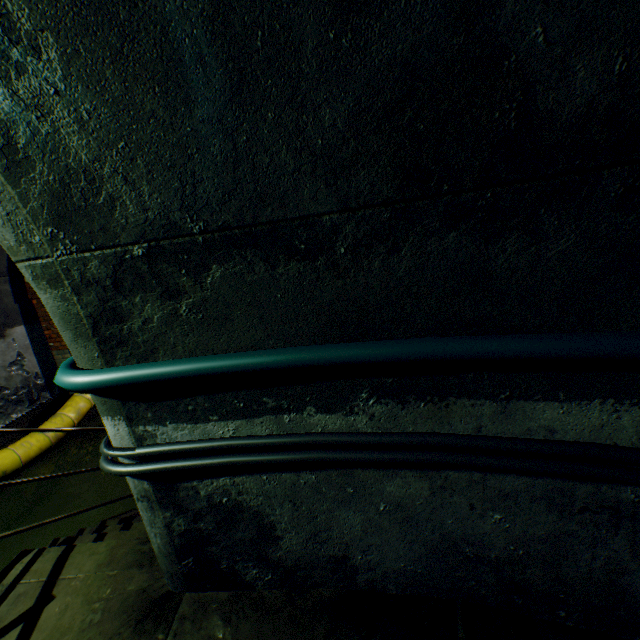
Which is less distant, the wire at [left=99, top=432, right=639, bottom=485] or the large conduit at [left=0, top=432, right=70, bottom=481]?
the wire at [left=99, top=432, right=639, bottom=485]

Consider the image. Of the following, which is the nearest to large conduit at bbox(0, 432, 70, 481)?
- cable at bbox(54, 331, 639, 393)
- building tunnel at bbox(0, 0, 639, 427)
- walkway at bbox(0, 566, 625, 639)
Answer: building tunnel at bbox(0, 0, 639, 427)

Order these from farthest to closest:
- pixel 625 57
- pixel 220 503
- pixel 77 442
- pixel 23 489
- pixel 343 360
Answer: pixel 77 442 → pixel 23 489 → pixel 220 503 → pixel 343 360 → pixel 625 57

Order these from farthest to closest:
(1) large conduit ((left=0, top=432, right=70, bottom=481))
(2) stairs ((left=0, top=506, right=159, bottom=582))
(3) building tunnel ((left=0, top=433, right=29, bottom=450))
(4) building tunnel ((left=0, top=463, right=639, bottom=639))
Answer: (3) building tunnel ((left=0, top=433, right=29, bottom=450))
(1) large conduit ((left=0, top=432, right=70, bottom=481))
(2) stairs ((left=0, top=506, right=159, bottom=582))
(4) building tunnel ((left=0, top=463, right=639, bottom=639))

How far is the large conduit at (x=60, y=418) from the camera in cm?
562

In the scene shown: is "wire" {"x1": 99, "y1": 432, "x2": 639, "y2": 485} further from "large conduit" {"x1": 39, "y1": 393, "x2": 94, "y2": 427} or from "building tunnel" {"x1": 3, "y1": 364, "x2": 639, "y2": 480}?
"large conduit" {"x1": 39, "y1": 393, "x2": 94, "y2": 427}

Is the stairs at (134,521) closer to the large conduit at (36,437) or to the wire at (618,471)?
the large conduit at (36,437)

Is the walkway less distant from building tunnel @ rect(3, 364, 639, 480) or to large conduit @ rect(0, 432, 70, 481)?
building tunnel @ rect(3, 364, 639, 480)
